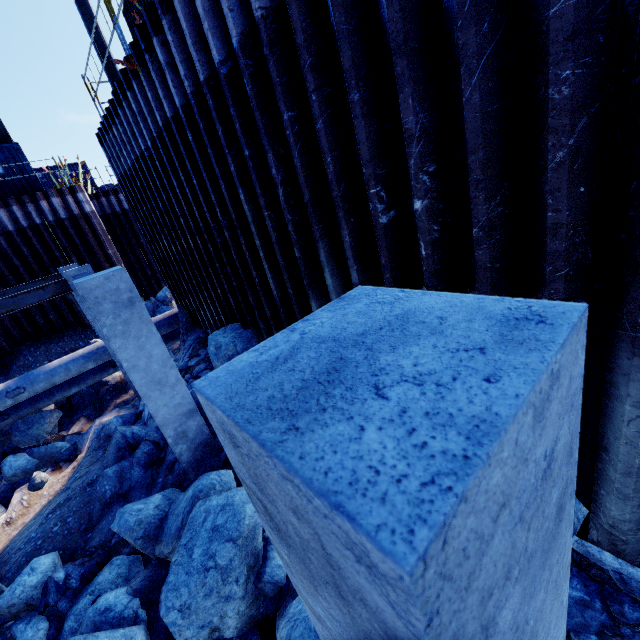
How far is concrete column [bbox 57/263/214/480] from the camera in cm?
432

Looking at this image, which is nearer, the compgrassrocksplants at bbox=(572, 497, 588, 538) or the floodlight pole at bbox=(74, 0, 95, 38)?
the compgrassrocksplants at bbox=(572, 497, 588, 538)

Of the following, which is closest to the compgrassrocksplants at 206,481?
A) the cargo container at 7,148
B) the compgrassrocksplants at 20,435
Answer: the compgrassrocksplants at 20,435

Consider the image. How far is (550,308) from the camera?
0.6 meters

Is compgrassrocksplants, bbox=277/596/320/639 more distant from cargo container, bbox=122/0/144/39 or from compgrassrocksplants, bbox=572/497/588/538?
cargo container, bbox=122/0/144/39

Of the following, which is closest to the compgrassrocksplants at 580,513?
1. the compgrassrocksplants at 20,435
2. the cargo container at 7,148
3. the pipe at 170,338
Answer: the compgrassrocksplants at 20,435

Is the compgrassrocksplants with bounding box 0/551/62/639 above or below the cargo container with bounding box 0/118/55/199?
below

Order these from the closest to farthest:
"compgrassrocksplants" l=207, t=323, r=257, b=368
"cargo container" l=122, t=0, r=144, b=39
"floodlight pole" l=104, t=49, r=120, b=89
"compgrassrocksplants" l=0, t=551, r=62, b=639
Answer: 1. "compgrassrocksplants" l=0, t=551, r=62, b=639
2. "compgrassrocksplants" l=207, t=323, r=257, b=368
3. "cargo container" l=122, t=0, r=144, b=39
4. "floodlight pole" l=104, t=49, r=120, b=89
